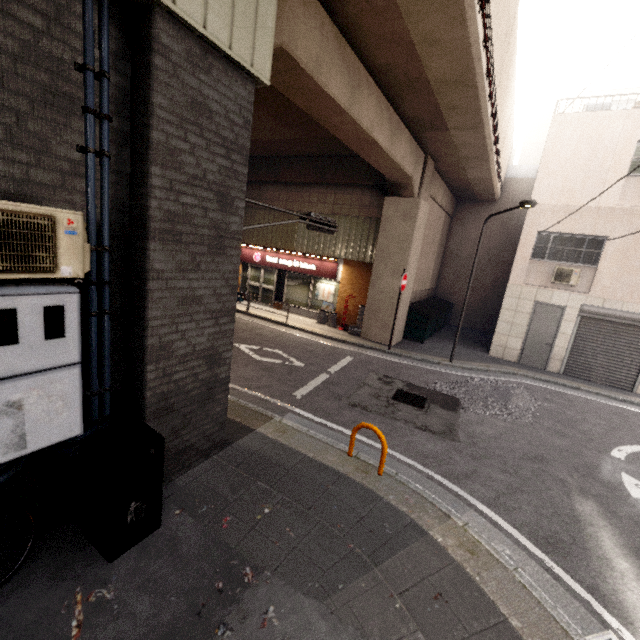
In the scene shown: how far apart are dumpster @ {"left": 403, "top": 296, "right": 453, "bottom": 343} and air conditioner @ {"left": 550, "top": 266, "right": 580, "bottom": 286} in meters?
4.2 m

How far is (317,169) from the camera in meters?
13.4 m

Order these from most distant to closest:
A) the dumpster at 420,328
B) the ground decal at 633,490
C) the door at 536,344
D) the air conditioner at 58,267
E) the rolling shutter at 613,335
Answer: the dumpster at 420,328, the door at 536,344, the rolling shutter at 613,335, the ground decal at 633,490, the air conditioner at 58,267

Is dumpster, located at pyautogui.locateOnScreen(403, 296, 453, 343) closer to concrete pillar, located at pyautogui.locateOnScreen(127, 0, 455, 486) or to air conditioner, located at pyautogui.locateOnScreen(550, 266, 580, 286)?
concrete pillar, located at pyautogui.locateOnScreen(127, 0, 455, 486)

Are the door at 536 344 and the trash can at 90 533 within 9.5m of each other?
no

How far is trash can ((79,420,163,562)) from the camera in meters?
Result: 3.0

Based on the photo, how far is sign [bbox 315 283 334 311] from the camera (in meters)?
14.72

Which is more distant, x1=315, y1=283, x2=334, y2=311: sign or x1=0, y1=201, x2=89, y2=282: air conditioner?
x1=315, y1=283, x2=334, y2=311: sign
